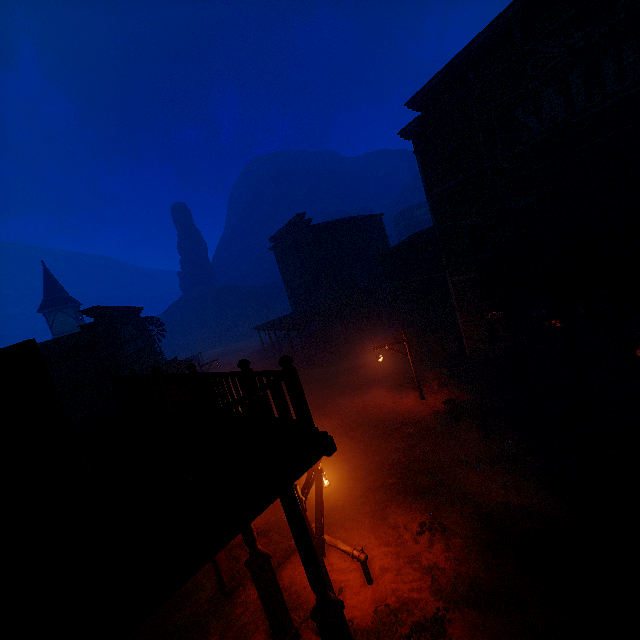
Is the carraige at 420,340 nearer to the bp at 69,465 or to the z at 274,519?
the z at 274,519

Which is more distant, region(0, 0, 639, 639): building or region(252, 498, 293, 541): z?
region(252, 498, 293, 541): z

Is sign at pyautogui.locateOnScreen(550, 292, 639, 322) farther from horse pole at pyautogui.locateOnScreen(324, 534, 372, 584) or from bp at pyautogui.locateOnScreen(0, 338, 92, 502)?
bp at pyautogui.locateOnScreen(0, 338, 92, 502)

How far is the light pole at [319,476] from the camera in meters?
5.8

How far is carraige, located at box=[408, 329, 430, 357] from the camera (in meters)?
20.27

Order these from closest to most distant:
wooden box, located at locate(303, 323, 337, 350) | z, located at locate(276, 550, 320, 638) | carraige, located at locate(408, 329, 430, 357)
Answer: z, located at locate(276, 550, 320, 638) → carraige, located at locate(408, 329, 430, 357) → wooden box, located at locate(303, 323, 337, 350)

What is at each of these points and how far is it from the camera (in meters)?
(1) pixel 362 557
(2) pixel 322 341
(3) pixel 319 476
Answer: (1) horse pole, 6.84
(2) wooden box, 28.09
(3) light pole, 6.60

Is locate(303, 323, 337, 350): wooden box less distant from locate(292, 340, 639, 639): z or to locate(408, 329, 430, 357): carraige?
locate(292, 340, 639, 639): z
